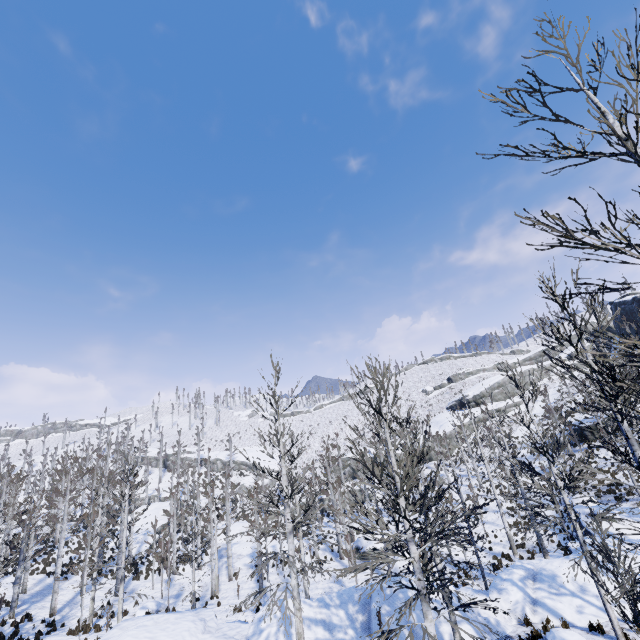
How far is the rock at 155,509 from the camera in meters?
35.5

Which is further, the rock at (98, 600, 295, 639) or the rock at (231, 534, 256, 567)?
the rock at (231, 534, 256, 567)

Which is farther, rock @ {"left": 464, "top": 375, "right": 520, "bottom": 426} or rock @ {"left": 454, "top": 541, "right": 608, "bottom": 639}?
rock @ {"left": 464, "top": 375, "right": 520, "bottom": 426}

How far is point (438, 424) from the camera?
55.1m

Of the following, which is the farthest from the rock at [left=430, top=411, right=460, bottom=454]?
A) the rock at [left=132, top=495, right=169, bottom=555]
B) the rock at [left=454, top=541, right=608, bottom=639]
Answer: the rock at [left=454, top=541, right=608, bottom=639]

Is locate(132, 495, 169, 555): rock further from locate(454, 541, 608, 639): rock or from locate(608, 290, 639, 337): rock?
locate(608, 290, 639, 337): rock

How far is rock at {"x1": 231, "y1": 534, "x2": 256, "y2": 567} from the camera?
29.38m

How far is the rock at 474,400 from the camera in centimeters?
5081cm
